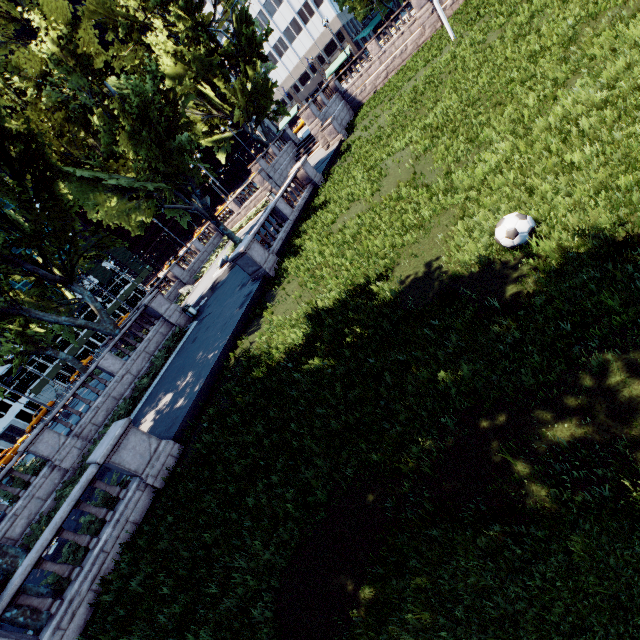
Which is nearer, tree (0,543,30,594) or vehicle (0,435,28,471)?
tree (0,543,30,594)

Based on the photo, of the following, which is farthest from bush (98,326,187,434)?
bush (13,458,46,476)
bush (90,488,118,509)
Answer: bush (90,488,118,509)

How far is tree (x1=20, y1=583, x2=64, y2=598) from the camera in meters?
8.6 m

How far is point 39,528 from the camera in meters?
14.7

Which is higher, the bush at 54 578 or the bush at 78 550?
the bush at 54 578

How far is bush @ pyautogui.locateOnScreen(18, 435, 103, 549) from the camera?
14.2 meters

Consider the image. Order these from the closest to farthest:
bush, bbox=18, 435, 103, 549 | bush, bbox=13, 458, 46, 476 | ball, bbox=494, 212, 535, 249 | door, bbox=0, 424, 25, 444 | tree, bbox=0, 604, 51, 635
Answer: ball, bbox=494, 212, 535, 249 < tree, bbox=0, 604, 51, 635 < bush, bbox=18, 435, 103, 549 < bush, bbox=13, 458, 46, 476 < door, bbox=0, 424, 25, 444

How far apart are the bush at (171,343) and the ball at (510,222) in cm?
1896
